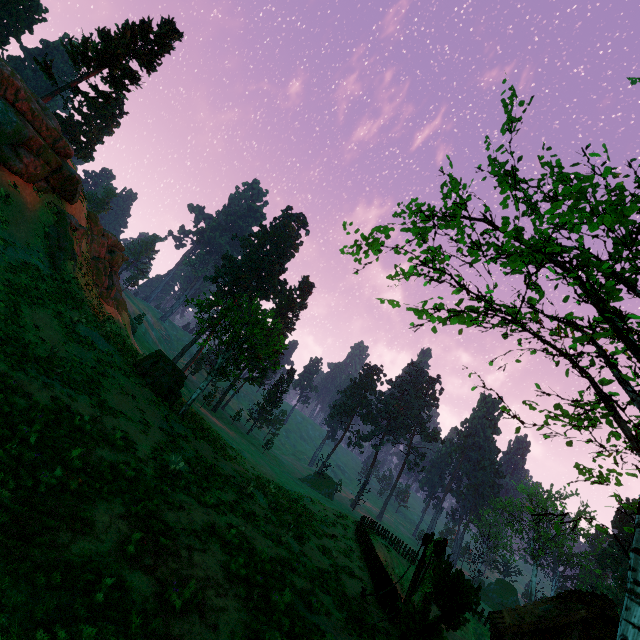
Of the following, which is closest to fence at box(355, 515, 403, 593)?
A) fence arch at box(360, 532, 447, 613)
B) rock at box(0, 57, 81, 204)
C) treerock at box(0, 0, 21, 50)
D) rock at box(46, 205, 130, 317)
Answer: fence arch at box(360, 532, 447, 613)

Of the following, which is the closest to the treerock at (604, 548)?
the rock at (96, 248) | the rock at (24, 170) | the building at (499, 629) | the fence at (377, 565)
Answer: the building at (499, 629)

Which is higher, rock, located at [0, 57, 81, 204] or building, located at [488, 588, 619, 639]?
rock, located at [0, 57, 81, 204]

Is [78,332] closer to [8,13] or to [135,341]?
[135,341]

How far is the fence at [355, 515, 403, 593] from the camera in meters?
17.6

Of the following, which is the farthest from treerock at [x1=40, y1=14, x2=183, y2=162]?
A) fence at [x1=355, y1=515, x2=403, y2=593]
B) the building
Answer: fence at [x1=355, y1=515, x2=403, y2=593]

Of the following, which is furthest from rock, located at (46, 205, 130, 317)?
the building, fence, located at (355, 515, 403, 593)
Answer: the building
